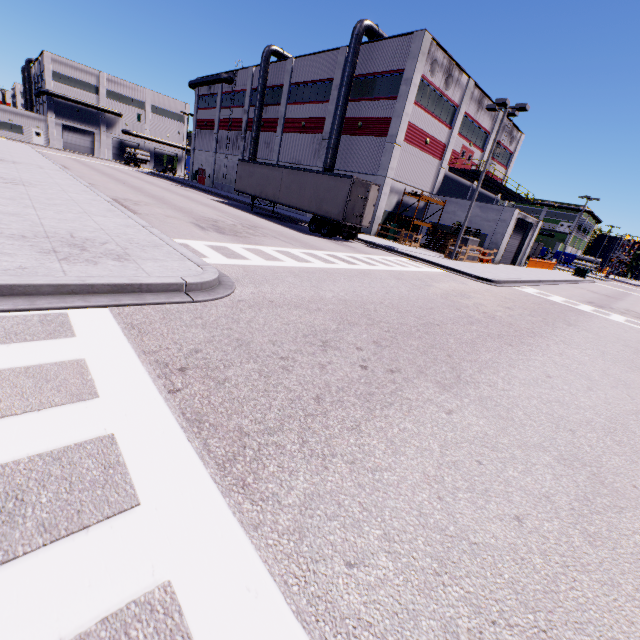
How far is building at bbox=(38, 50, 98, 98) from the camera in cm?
5581

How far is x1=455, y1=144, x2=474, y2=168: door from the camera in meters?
32.8 m

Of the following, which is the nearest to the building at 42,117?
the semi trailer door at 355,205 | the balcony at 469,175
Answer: the balcony at 469,175

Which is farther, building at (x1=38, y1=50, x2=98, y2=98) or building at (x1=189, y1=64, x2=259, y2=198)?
building at (x1=38, y1=50, x2=98, y2=98)

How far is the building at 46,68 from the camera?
55.81m

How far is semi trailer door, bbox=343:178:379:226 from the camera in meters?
19.8

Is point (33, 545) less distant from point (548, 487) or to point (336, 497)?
point (336, 497)

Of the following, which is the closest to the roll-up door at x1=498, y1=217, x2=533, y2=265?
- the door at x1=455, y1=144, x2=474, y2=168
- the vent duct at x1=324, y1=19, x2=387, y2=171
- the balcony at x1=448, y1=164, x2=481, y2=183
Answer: the balcony at x1=448, y1=164, x2=481, y2=183
